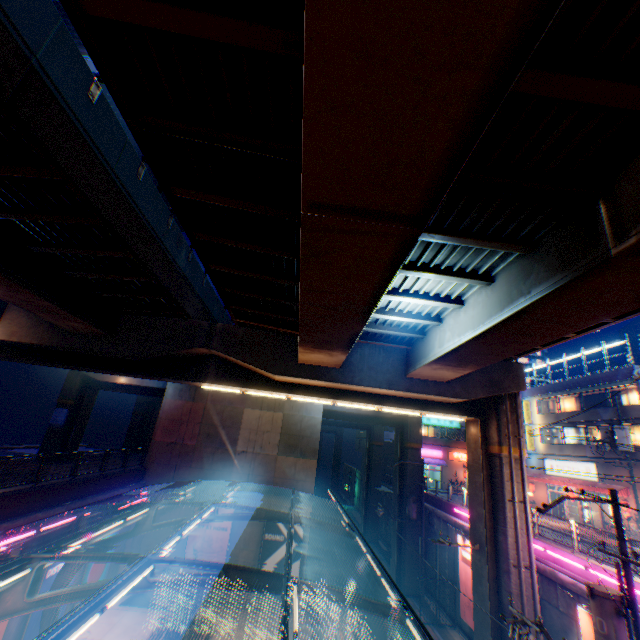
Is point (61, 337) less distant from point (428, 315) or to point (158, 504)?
point (158, 504)

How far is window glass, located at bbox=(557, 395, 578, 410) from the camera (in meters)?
31.36

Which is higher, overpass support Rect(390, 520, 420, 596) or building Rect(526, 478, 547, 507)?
building Rect(526, 478, 547, 507)

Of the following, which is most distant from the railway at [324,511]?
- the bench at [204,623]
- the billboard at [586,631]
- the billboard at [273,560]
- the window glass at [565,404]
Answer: the window glass at [565,404]

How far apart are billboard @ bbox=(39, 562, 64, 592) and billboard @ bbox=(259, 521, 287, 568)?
9.81m

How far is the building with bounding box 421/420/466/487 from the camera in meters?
45.2 m

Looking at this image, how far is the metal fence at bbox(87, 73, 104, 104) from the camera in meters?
7.7 m

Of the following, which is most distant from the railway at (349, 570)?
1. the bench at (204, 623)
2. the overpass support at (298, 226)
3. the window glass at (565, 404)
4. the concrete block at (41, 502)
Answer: the window glass at (565, 404)
